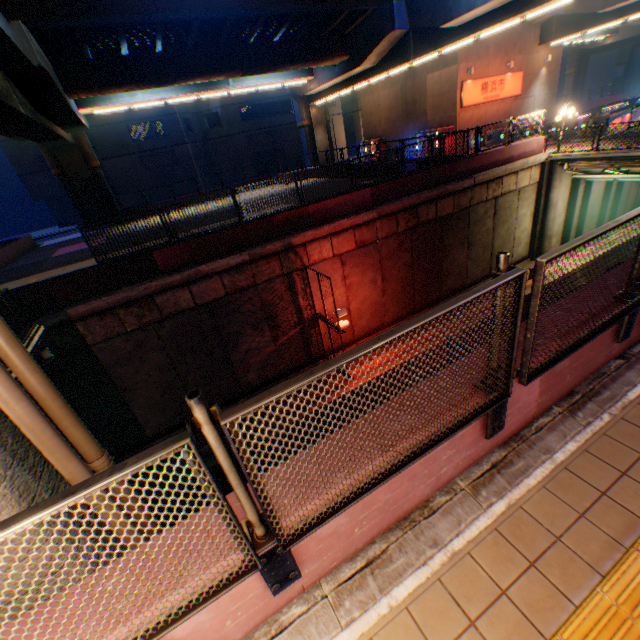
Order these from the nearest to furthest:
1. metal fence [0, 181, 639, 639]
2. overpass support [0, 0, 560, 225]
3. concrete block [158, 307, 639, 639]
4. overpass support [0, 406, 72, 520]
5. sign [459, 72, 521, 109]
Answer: metal fence [0, 181, 639, 639]
concrete block [158, 307, 639, 639]
overpass support [0, 406, 72, 520]
overpass support [0, 0, 560, 225]
sign [459, 72, 521, 109]

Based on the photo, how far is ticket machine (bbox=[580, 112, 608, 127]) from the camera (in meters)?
19.66

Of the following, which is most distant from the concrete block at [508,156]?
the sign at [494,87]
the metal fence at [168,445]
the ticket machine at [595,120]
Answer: the sign at [494,87]

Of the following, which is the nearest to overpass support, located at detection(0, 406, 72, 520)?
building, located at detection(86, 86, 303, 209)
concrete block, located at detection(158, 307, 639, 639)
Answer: concrete block, located at detection(158, 307, 639, 639)

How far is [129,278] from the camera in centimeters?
1075cm

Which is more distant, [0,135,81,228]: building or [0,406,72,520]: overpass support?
[0,135,81,228]: building

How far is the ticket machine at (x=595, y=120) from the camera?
19.66m

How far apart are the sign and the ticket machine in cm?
738
